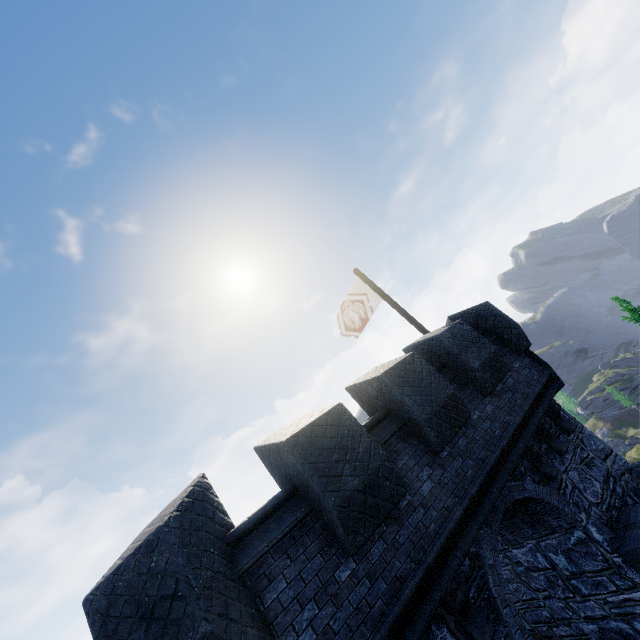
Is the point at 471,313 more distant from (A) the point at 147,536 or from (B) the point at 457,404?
(A) the point at 147,536

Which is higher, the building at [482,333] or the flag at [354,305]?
the flag at [354,305]

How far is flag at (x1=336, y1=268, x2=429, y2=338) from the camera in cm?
1139

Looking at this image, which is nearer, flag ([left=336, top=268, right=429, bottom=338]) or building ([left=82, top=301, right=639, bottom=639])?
building ([left=82, top=301, right=639, bottom=639])

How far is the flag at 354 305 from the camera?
11.4m

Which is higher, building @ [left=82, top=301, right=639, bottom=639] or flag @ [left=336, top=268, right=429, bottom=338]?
flag @ [left=336, top=268, right=429, bottom=338]
